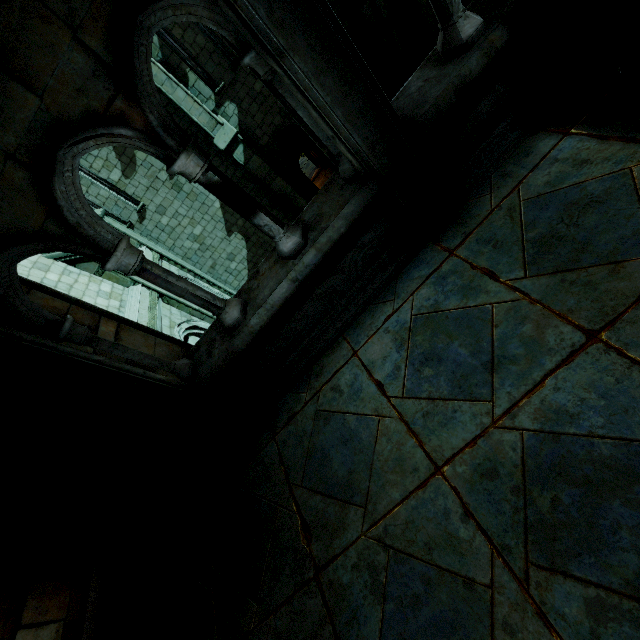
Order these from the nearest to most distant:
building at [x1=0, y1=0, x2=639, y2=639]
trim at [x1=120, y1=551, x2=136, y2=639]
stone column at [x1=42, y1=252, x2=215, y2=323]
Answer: building at [x1=0, y1=0, x2=639, y2=639] < trim at [x1=120, y1=551, x2=136, y2=639] < stone column at [x1=42, y1=252, x2=215, y2=323]

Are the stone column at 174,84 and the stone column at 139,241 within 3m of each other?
no

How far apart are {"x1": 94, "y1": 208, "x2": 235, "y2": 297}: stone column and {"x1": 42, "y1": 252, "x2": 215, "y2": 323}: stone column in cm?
246

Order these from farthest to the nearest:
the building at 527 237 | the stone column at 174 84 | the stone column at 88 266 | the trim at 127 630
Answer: the stone column at 174 84
the stone column at 88 266
the trim at 127 630
the building at 527 237

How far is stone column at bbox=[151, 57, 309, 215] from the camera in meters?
10.3 m

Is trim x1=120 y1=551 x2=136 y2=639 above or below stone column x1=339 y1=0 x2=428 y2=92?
above

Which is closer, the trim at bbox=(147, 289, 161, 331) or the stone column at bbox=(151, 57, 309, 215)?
the trim at bbox=(147, 289, 161, 331)

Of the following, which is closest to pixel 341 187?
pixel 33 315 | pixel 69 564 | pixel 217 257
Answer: pixel 33 315
